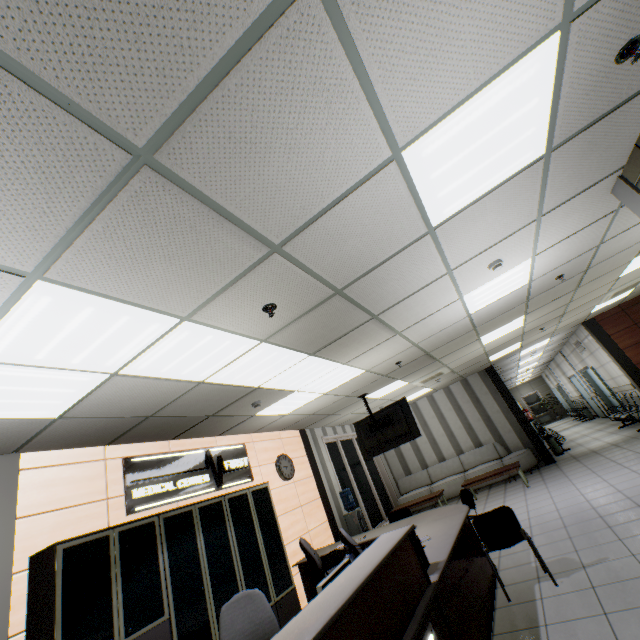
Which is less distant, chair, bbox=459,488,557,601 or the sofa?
chair, bbox=459,488,557,601

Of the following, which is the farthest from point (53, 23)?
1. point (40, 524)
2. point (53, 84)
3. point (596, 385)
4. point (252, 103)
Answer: point (596, 385)

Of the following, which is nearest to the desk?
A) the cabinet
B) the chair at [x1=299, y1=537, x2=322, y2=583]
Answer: the chair at [x1=299, y1=537, x2=322, y2=583]

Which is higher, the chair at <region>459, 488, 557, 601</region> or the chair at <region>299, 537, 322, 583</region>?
the chair at <region>299, 537, 322, 583</region>

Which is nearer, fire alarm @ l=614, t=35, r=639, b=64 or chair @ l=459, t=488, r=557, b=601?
fire alarm @ l=614, t=35, r=639, b=64

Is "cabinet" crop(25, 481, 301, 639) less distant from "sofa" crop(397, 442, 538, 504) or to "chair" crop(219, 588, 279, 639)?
"chair" crop(219, 588, 279, 639)

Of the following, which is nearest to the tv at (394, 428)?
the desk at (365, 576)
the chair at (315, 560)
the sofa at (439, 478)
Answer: the desk at (365, 576)

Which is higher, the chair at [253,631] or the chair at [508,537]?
the chair at [253,631]
